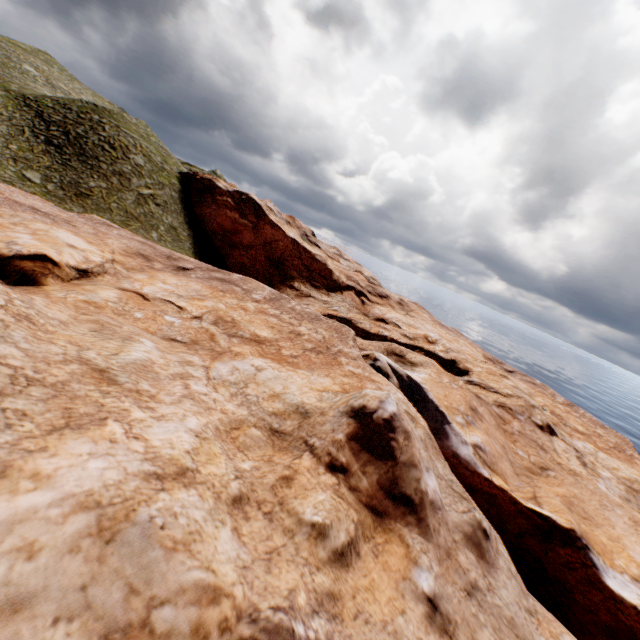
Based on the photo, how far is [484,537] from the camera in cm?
1309
